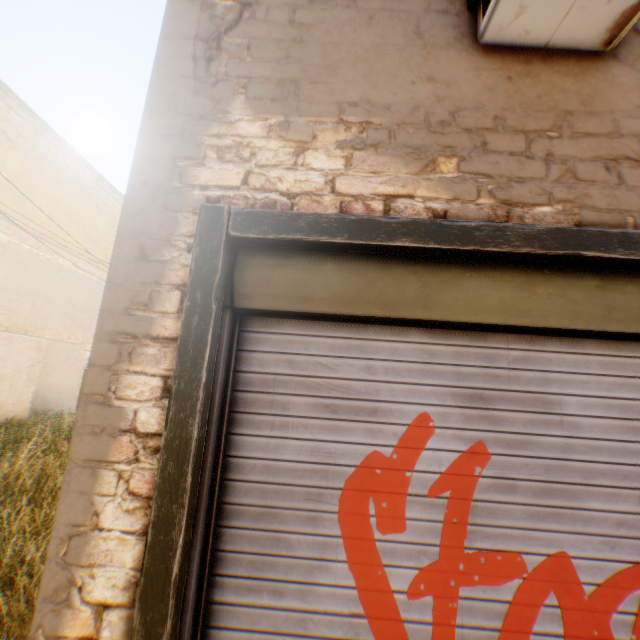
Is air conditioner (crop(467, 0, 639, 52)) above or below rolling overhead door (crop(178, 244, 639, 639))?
above

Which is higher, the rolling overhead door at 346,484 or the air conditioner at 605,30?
the air conditioner at 605,30

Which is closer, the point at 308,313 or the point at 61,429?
the point at 308,313
